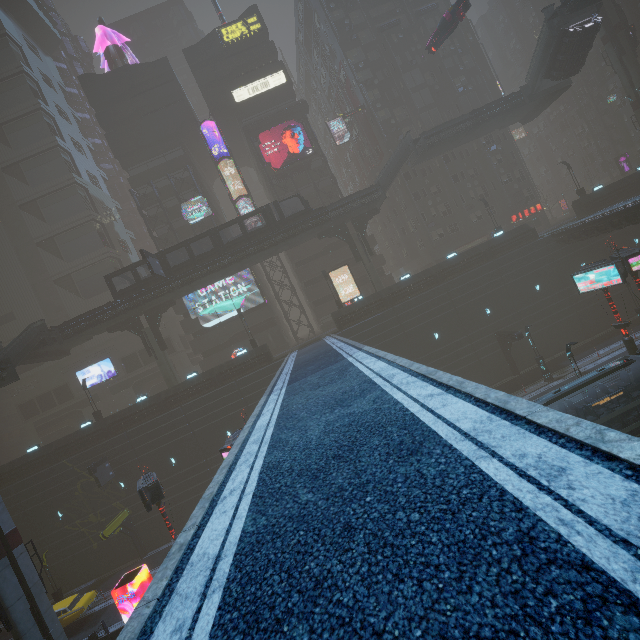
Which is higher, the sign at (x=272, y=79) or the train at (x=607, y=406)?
the sign at (x=272, y=79)

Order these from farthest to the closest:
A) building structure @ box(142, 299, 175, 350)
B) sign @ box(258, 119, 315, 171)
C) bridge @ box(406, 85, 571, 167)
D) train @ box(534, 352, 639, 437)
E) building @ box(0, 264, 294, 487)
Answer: sign @ box(258, 119, 315, 171), building structure @ box(142, 299, 175, 350), bridge @ box(406, 85, 571, 167), building @ box(0, 264, 294, 487), train @ box(534, 352, 639, 437)

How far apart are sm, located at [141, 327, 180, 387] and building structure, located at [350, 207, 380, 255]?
25.7m

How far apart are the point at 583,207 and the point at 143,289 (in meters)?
48.70

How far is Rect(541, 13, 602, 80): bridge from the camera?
29.31m

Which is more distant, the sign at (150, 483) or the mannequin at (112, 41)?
the mannequin at (112, 41)

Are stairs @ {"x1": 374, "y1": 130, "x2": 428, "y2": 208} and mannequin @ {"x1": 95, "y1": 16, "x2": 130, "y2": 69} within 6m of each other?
no

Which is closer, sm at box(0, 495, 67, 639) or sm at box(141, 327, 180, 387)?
sm at box(0, 495, 67, 639)
